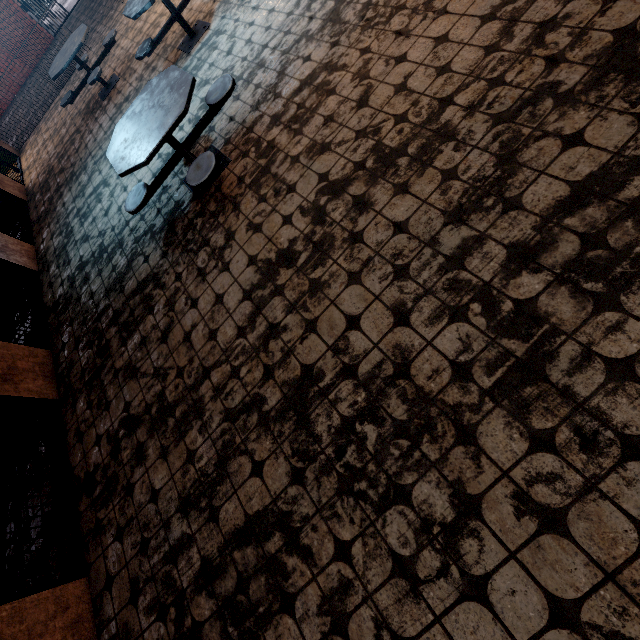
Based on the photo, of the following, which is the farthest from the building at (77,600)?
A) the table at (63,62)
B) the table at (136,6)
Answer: the table at (136,6)

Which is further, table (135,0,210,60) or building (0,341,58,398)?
table (135,0,210,60)

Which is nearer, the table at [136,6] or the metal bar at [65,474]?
the metal bar at [65,474]

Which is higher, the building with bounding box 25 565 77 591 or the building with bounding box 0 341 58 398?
the building with bounding box 0 341 58 398

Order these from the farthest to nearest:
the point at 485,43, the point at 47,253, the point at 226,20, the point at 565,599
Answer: the point at 47,253
the point at 226,20
the point at 485,43
the point at 565,599

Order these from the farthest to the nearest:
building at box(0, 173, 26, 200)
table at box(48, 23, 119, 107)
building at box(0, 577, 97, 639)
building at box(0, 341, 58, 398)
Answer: building at box(0, 173, 26, 200), table at box(48, 23, 119, 107), building at box(0, 341, 58, 398), building at box(0, 577, 97, 639)

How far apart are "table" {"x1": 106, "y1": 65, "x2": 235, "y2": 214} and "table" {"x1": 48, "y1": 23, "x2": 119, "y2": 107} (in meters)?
3.51

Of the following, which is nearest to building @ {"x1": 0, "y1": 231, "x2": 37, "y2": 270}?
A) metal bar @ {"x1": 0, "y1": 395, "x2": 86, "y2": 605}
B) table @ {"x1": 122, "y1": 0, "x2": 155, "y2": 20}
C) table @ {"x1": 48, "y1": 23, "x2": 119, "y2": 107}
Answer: metal bar @ {"x1": 0, "y1": 395, "x2": 86, "y2": 605}
